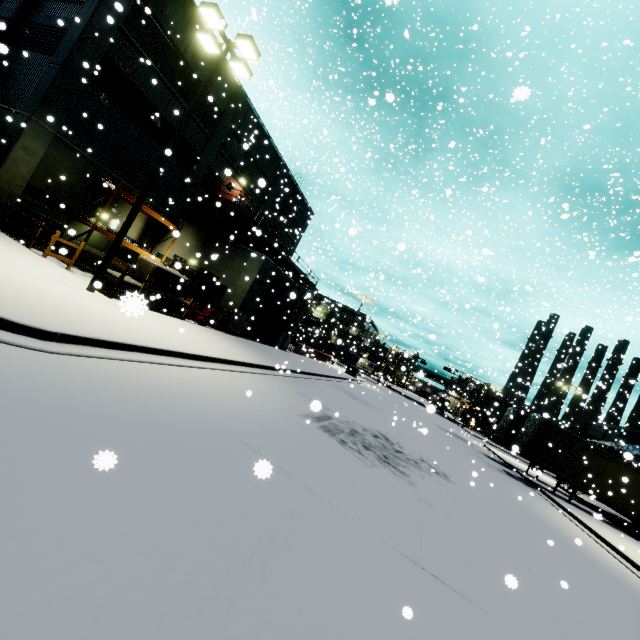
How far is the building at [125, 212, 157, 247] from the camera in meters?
19.4

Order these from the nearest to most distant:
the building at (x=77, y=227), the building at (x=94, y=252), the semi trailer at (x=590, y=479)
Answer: the building at (x=77, y=227)
the building at (x=94, y=252)
the semi trailer at (x=590, y=479)

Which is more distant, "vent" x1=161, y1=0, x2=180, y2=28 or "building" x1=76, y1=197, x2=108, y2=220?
"building" x1=76, y1=197, x2=108, y2=220

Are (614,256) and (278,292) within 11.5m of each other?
no

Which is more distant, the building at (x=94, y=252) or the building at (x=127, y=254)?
the building at (x=127, y=254)

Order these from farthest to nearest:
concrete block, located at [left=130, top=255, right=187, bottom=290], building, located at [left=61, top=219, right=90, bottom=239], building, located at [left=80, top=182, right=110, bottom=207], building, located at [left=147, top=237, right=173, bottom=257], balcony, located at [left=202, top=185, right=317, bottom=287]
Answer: balcony, located at [left=202, top=185, right=317, bottom=287] < building, located at [left=147, top=237, right=173, bottom=257] < building, located at [left=80, top=182, right=110, bottom=207] < concrete block, located at [left=130, top=255, right=187, bottom=290] < building, located at [left=61, top=219, right=90, bottom=239]

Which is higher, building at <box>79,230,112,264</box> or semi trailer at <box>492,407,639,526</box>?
semi trailer at <box>492,407,639,526</box>
